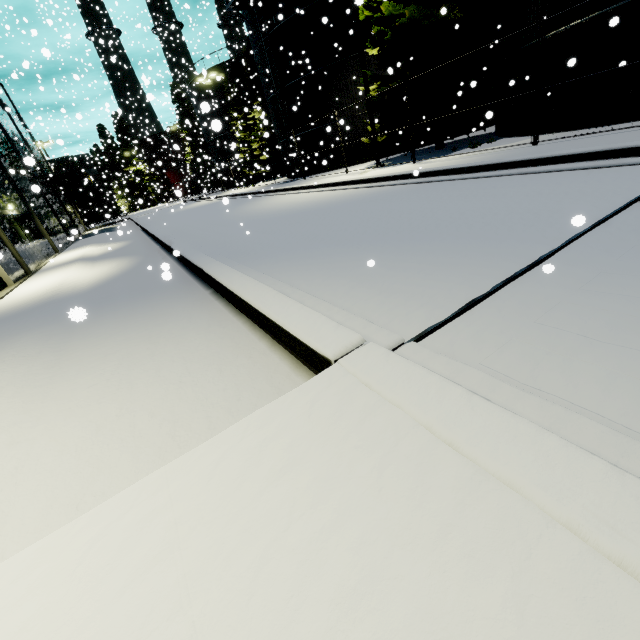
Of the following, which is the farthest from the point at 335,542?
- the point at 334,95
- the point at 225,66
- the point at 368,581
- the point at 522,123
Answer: the point at 225,66

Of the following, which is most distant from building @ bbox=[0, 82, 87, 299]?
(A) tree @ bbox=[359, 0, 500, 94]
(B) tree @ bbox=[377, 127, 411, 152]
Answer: (B) tree @ bbox=[377, 127, 411, 152]

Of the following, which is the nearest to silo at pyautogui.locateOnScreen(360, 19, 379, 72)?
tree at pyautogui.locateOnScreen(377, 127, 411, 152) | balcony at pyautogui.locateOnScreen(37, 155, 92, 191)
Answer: tree at pyautogui.locateOnScreen(377, 127, 411, 152)

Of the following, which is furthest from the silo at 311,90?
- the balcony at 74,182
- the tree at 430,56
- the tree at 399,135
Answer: the balcony at 74,182

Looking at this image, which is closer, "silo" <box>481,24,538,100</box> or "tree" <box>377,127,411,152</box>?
"silo" <box>481,24,538,100</box>

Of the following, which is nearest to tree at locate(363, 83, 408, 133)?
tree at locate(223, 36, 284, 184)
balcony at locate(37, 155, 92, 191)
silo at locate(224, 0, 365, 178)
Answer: silo at locate(224, 0, 365, 178)

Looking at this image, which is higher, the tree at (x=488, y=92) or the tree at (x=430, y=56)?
the tree at (x=430, y=56)

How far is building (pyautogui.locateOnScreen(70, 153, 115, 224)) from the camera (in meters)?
55.38
